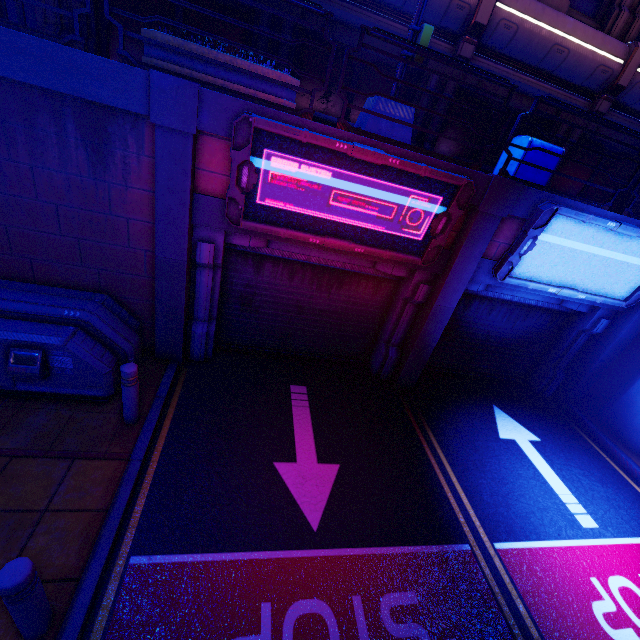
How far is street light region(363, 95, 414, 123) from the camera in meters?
5.4

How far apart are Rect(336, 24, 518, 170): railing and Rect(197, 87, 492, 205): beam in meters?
0.0

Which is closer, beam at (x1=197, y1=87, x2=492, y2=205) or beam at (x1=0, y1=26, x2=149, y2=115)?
beam at (x1=0, y1=26, x2=149, y2=115)

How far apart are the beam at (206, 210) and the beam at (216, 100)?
0.9 meters

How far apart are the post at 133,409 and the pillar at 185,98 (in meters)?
3.32

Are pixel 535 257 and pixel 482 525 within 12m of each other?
yes

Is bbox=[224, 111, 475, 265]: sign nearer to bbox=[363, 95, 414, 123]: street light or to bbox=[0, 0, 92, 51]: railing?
bbox=[363, 95, 414, 123]: street light

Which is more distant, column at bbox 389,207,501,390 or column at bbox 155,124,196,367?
column at bbox 389,207,501,390
